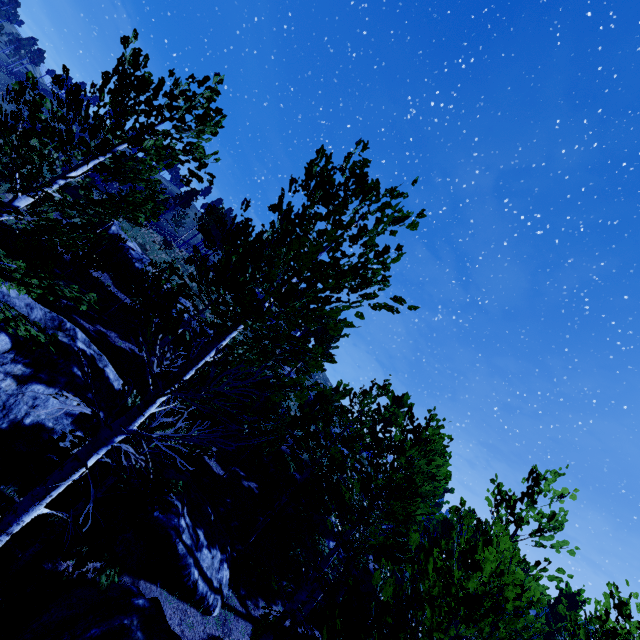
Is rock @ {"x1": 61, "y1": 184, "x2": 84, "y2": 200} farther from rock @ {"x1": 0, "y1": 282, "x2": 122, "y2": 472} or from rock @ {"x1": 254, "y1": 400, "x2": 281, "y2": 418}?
rock @ {"x1": 254, "y1": 400, "x2": 281, "y2": 418}

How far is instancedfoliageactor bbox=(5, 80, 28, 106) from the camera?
4.3 meters

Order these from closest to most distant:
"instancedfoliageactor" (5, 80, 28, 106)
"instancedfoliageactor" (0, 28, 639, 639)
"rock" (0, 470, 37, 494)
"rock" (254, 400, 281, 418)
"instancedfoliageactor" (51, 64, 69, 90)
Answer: "instancedfoliageactor" (0, 28, 639, 639) → "instancedfoliageactor" (5, 80, 28, 106) → "instancedfoliageactor" (51, 64, 69, 90) → "rock" (0, 470, 37, 494) → "rock" (254, 400, 281, 418)

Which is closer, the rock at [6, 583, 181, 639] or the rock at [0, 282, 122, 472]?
Result: the rock at [6, 583, 181, 639]

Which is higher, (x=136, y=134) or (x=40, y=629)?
(x=136, y=134)

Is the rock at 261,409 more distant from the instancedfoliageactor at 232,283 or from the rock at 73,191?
the rock at 73,191

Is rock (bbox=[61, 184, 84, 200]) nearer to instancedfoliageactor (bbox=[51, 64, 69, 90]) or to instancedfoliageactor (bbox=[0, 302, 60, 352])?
instancedfoliageactor (bbox=[0, 302, 60, 352])

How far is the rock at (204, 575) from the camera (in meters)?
9.19
